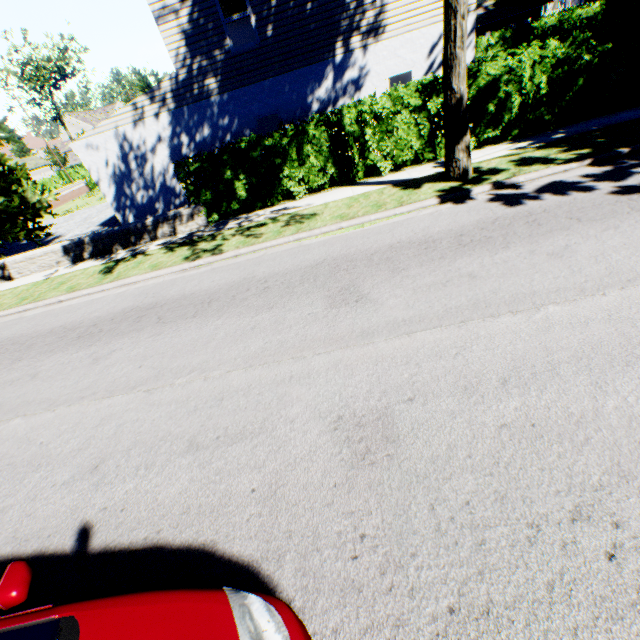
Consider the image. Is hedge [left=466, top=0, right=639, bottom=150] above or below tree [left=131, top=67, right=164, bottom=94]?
below

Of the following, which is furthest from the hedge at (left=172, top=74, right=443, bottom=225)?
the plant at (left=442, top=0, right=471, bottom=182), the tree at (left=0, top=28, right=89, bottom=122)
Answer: the tree at (left=0, top=28, right=89, bottom=122)

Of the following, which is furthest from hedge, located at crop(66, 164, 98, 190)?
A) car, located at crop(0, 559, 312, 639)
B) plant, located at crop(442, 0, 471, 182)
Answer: car, located at crop(0, 559, 312, 639)

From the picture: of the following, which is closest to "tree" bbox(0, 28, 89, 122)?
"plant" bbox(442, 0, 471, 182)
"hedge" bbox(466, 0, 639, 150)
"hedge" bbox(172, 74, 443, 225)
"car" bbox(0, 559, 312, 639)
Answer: "hedge" bbox(466, 0, 639, 150)

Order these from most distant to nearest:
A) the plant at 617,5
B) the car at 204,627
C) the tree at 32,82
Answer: the tree at 32,82 < the plant at 617,5 < the car at 204,627

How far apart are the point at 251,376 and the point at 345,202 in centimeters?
649cm

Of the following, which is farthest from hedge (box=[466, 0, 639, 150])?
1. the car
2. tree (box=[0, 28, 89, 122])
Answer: the car

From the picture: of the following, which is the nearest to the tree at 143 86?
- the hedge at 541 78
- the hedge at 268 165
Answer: the hedge at 541 78
